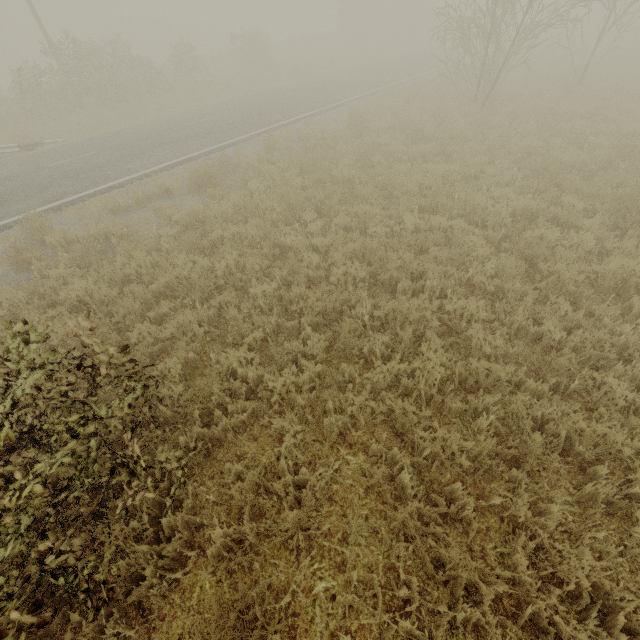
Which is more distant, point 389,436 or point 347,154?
point 347,154
